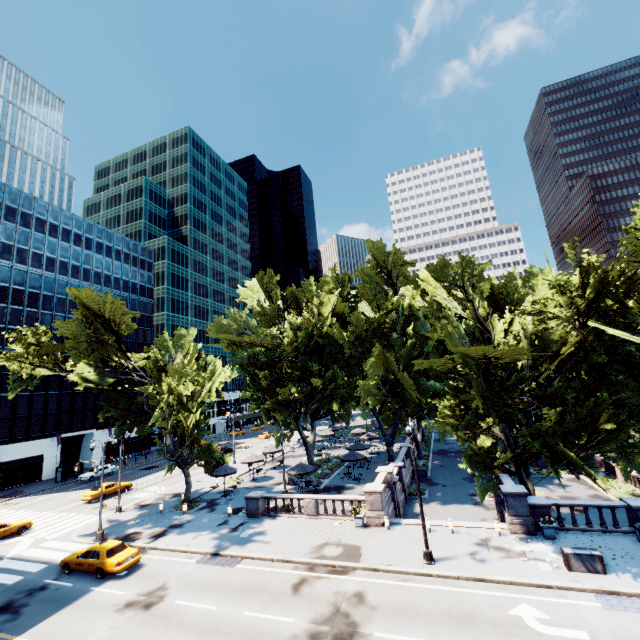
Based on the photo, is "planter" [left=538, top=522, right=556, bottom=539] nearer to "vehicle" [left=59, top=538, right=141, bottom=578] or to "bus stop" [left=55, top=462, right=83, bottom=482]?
"vehicle" [left=59, top=538, right=141, bottom=578]

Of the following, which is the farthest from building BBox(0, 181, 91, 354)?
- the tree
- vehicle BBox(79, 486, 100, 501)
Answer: the tree

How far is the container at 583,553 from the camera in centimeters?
1530cm

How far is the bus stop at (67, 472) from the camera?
45.56m

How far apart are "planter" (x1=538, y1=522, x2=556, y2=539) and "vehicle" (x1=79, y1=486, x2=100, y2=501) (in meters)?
41.28

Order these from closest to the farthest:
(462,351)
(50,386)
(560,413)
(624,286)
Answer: (624,286), (462,351), (560,413), (50,386)

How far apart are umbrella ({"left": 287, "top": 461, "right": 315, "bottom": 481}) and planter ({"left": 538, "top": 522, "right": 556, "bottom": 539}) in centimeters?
1785cm

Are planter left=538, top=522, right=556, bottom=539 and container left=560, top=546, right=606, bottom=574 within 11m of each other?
yes
